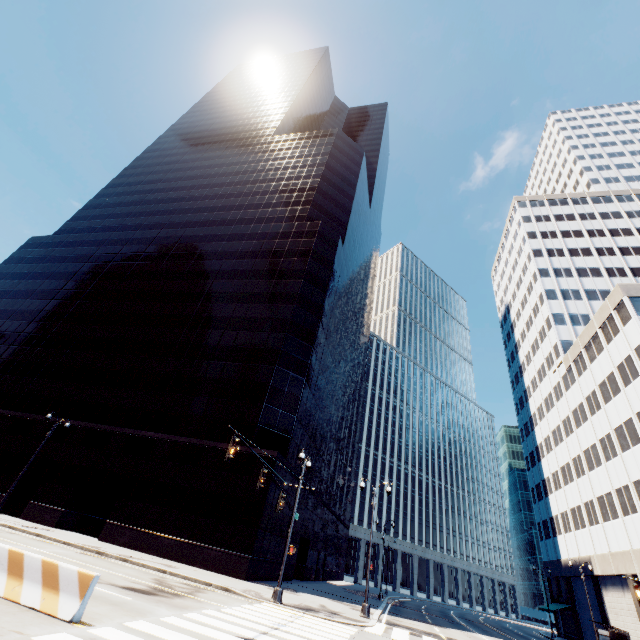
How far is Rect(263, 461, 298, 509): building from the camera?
26.13m

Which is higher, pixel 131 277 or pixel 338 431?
pixel 131 277

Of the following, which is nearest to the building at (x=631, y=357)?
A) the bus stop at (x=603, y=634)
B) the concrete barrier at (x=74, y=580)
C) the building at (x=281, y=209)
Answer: the bus stop at (x=603, y=634)

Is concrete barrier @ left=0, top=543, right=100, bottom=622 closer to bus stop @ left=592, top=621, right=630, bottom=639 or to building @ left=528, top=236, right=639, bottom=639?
building @ left=528, top=236, right=639, bottom=639

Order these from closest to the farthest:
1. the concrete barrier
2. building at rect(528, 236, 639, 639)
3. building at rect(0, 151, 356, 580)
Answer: the concrete barrier, building at rect(0, 151, 356, 580), building at rect(528, 236, 639, 639)

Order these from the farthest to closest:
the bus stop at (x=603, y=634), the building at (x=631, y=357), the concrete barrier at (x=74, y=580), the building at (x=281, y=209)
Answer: the building at (x=631, y=357) → the bus stop at (x=603, y=634) → the building at (x=281, y=209) → the concrete barrier at (x=74, y=580)

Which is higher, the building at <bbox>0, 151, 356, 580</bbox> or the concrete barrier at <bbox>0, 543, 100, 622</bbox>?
the building at <bbox>0, 151, 356, 580</bbox>

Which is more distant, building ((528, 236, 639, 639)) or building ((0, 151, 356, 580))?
building ((528, 236, 639, 639))
